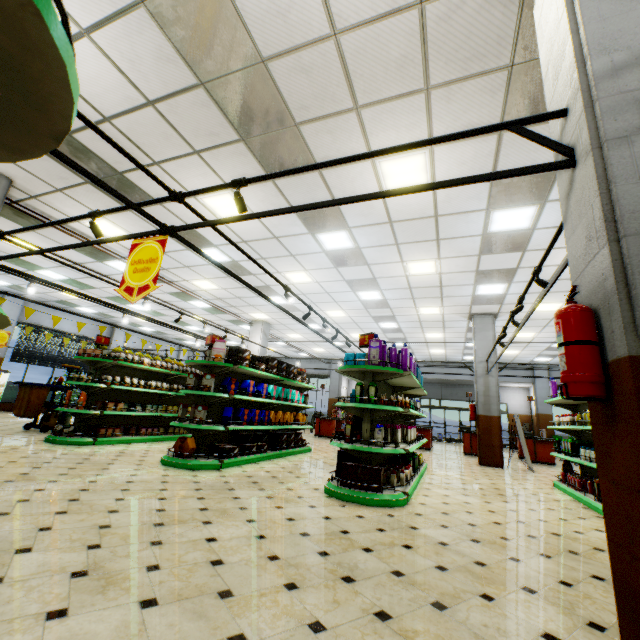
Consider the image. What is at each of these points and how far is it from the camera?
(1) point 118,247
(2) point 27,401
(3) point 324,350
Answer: (1) building, 8.78m
(2) cleaning cart, 8.22m
(3) building, 20.55m

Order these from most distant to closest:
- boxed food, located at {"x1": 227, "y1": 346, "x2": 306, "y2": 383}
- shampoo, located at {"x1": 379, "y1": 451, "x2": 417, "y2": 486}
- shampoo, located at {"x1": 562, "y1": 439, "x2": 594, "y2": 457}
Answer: boxed food, located at {"x1": 227, "y1": 346, "x2": 306, "y2": 383} → shampoo, located at {"x1": 562, "y1": 439, "x2": 594, "y2": 457} → shampoo, located at {"x1": 379, "y1": 451, "x2": 417, "y2": 486}

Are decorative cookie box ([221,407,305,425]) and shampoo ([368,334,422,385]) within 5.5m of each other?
yes

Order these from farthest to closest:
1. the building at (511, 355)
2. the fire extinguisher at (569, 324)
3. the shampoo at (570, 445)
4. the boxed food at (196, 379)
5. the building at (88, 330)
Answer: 1. the building at (511, 355)
2. the building at (88, 330)
3. the boxed food at (196, 379)
4. the shampoo at (570, 445)
5. the fire extinguisher at (569, 324)

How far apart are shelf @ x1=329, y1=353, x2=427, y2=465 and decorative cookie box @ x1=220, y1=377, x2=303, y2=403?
2.1m

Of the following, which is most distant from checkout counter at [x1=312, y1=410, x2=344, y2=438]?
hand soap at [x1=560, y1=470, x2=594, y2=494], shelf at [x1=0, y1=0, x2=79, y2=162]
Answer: shelf at [x1=0, y1=0, x2=79, y2=162]

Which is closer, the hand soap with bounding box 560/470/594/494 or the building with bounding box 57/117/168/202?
the building with bounding box 57/117/168/202

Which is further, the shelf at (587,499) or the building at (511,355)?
the building at (511,355)
